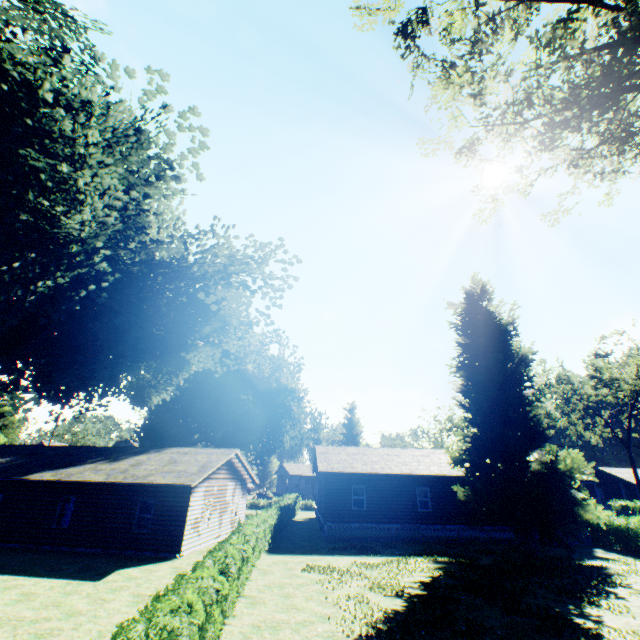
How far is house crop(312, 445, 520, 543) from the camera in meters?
23.7 m

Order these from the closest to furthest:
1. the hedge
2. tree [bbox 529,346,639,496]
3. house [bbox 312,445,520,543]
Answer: the hedge → house [bbox 312,445,520,543] → tree [bbox 529,346,639,496]

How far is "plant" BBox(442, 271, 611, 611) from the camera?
18.28m

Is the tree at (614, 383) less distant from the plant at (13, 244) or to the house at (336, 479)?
the house at (336, 479)

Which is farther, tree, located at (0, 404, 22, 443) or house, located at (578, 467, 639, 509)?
house, located at (578, 467, 639, 509)

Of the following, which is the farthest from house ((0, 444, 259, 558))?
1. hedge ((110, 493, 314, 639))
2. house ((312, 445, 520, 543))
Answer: house ((312, 445, 520, 543))

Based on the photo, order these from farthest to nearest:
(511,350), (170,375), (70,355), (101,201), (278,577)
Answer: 1. (511,350)
2. (70,355)
3. (170,375)
4. (278,577)
5. (101,201)

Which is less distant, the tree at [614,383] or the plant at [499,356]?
the plant at [499,356]
